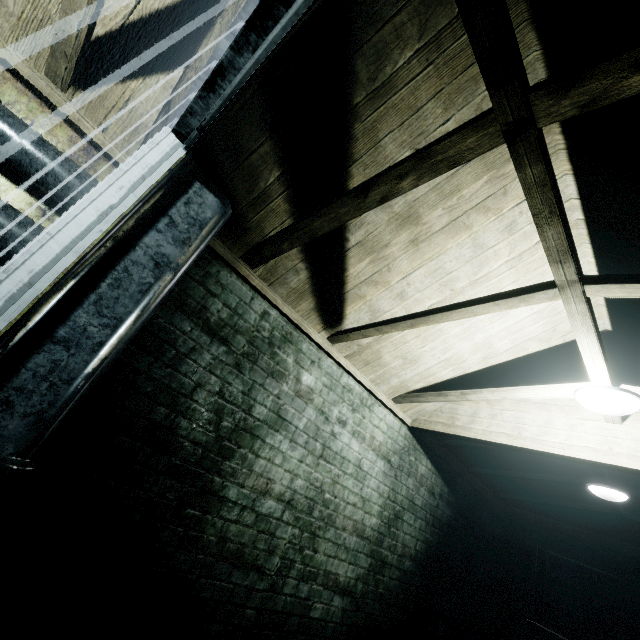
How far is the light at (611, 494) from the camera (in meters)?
A: 3.25

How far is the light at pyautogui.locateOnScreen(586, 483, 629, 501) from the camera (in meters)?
3.25

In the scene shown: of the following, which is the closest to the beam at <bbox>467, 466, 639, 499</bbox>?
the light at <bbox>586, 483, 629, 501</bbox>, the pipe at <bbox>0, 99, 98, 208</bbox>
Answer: the light at <bbox>586, 483, 629, 501</bbox>

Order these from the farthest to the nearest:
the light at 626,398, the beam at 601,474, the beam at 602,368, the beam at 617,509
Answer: the beam at 617,509 < the beam at 601,474 < the light at 626,398 < the beam at 602,368

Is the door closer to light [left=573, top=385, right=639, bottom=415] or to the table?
light [left=573, top=385, right=639, bottom=415]

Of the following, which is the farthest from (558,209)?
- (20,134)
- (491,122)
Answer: (20,134)

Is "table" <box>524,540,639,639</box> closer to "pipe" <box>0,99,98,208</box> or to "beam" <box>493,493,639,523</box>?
"beam" <box>493,493,639,523</box>

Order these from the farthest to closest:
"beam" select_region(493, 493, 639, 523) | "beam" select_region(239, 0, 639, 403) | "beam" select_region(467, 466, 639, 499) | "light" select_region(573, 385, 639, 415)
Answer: "beam" select_region(493, 493, 639, 523) → "beam" select_region(467, 466, 639, 499) → "light" select_region(573, 385, 639, 415) → "beam" select_region(239, 0, 639, 403)
